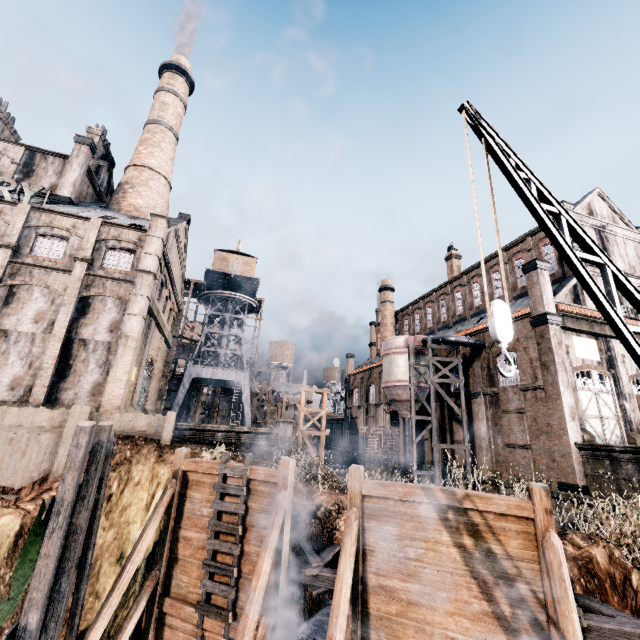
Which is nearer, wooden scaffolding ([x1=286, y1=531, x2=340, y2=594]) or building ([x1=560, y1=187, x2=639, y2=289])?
wooden scaffolding ([x1=286, y1=531, x2=340, y2=594])

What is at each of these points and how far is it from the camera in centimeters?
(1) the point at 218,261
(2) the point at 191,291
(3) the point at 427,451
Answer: (1) building, 3988cm
(2) wooden scaffolding, 5234cm
(3) building, 3372cm

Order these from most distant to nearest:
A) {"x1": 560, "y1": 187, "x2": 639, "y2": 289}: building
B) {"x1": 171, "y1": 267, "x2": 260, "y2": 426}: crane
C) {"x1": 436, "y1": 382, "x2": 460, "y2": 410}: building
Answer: {"x1": 171, "y1": 267, "x2": 260, "y2": 426}: crane, {"x1": 436, "y1": 382, "x2": 460, "y2": 410}: building, {"x1": 560, "y1": 187, "x2": 639, "y2": 289}: building

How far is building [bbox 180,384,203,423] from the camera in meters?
45.8 m

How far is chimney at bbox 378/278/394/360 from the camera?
51.9m

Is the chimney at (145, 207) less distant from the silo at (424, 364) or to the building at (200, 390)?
the building at (200, 390)

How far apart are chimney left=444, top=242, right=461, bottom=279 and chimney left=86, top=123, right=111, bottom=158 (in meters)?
43.47

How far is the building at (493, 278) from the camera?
34.7m
